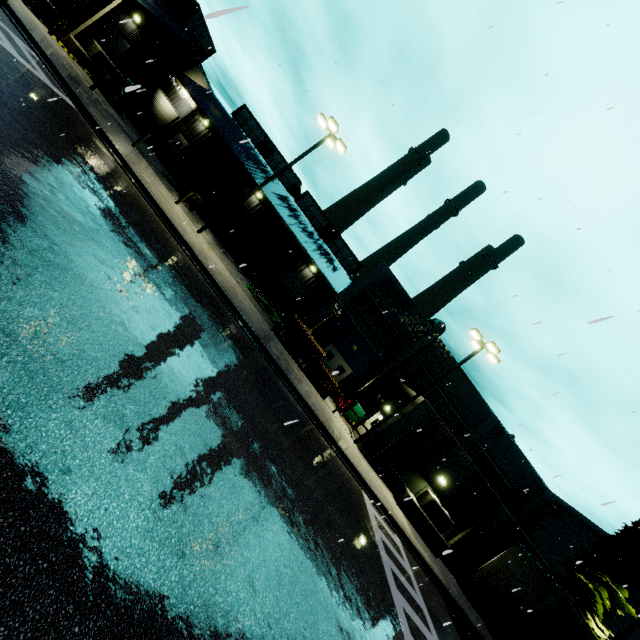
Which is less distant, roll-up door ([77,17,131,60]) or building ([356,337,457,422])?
building ([356,337,457,422])

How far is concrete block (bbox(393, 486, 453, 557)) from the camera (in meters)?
18.05

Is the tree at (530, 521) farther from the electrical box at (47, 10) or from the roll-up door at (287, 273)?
the electrical box at (47, 10)

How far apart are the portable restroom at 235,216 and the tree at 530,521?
50.9 meters

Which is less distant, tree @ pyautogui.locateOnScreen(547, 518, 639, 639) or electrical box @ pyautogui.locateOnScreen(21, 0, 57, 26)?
electrical box @ pyautogui.locateOnScreen(21, 0, 57, 26)

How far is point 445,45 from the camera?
14.1m

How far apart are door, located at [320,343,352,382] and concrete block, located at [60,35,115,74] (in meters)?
26.12

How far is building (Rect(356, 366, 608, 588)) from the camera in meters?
19.2 m
